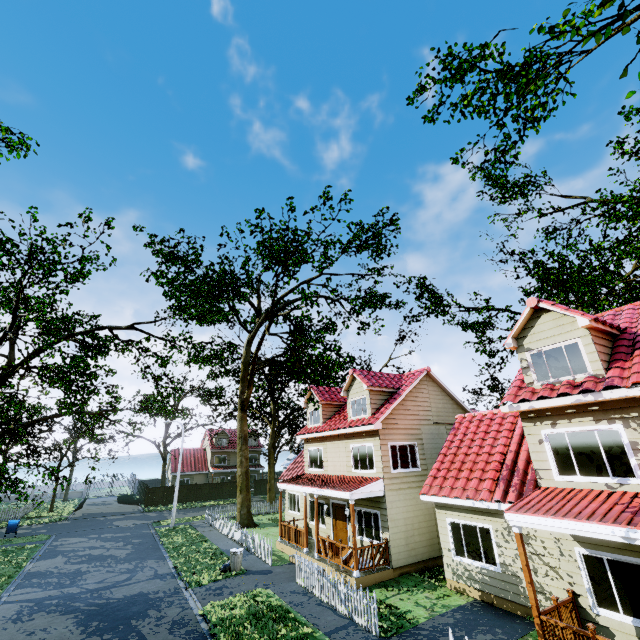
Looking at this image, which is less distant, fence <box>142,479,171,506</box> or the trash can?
the trash can

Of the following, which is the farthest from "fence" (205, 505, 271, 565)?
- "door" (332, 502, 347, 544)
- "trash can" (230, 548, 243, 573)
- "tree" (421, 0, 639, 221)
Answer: "door" (332, 502, 347, 544)

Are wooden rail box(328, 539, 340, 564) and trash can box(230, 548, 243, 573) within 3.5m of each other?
no

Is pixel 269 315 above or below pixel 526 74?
below

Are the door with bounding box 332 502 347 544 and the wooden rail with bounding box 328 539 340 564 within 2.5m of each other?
yes

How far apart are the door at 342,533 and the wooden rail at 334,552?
2.00m

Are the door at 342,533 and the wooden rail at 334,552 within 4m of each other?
yes
